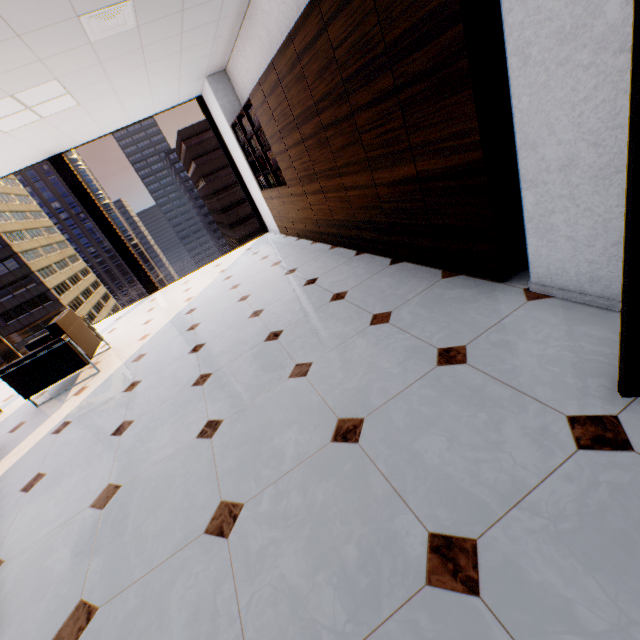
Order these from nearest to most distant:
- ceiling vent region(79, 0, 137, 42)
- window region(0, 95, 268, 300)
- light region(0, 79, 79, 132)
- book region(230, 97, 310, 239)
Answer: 1. ceiling vent region(79, 0, 137, 42)
2. light region(0, 79, 79, 132)
3. book region(230, 97, 310, 239)
4. window region(0, 95, 268, 300)

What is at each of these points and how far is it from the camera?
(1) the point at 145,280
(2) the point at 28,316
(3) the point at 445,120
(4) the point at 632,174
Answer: (1) window, 7.10m
(2) building, 53.84m
(3) cupboard, 1.96m
(4) door, 0.90m

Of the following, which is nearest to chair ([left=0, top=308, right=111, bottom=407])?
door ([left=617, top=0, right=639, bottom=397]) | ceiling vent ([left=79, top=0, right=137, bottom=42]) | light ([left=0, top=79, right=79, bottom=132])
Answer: light ([left=0, top=79, right=79, bottom=132])

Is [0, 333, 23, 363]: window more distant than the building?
No

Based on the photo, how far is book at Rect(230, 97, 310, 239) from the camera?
5.0 meters

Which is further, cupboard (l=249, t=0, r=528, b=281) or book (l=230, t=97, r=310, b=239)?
book (l=230, t=97, r=310, b=239)

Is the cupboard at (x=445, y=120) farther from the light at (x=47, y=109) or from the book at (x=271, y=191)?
the light at (x=47, y=109)

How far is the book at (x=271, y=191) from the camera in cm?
502
